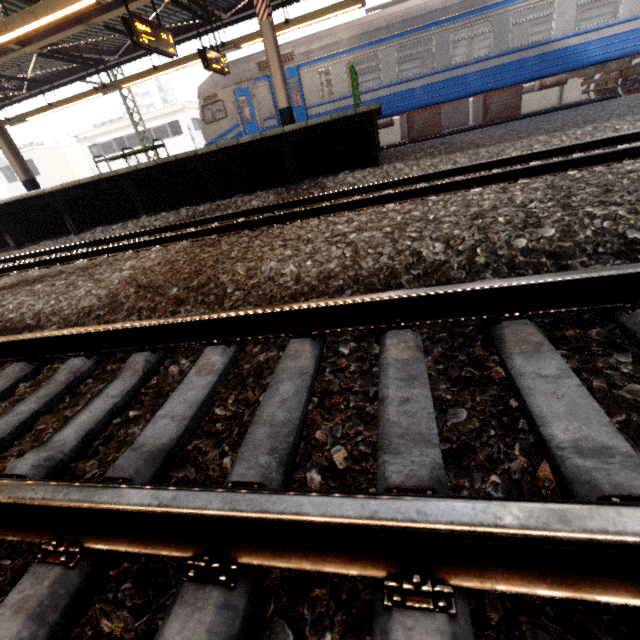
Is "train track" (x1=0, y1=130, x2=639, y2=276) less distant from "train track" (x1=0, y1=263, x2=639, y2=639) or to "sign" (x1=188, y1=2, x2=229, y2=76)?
"train track" (x1=0, y1=263, x2=639, y2=639)

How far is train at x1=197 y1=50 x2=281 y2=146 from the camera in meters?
11.6

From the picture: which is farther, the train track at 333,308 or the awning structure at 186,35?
the awning structure at 186,35

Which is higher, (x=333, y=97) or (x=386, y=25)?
(x=386, y=25)

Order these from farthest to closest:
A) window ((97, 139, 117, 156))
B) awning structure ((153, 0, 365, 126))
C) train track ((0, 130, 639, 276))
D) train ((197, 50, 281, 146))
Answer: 1. window ((97, 139, 117, 156))
2. train ((197, 50, 281, 146))
3. awning structure ((153, 0, 365, 126))
4. train track ((0, 130, 639, 276))

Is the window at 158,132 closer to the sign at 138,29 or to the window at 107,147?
the window at 107,147

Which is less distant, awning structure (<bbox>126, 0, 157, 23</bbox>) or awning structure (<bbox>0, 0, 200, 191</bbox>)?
awning structure (<bbox>0, 0, 200, 191</bbox>)

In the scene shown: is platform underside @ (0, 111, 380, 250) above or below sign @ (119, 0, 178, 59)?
below
